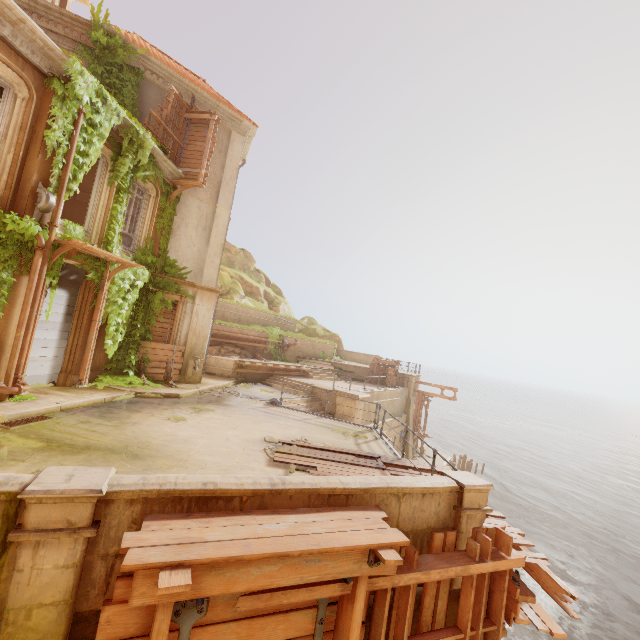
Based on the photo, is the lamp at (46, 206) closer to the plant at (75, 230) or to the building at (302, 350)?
the plant at (75, 230)

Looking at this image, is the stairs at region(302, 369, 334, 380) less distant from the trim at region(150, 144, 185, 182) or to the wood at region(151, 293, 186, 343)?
the wood at region(151, 293, 186, 343)

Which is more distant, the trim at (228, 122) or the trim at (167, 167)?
the trim at (228, 122)

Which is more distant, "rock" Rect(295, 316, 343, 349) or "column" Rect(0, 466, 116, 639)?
"rock" Rect(295, 316, 343, 349)

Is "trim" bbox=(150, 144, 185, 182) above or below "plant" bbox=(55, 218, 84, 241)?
above

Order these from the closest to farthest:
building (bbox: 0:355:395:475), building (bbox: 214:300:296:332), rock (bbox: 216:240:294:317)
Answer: building (bbox: 0:355:395:475)
building (bbox: 214:300:296:332)
rock (bbox: 216:240:294:317)

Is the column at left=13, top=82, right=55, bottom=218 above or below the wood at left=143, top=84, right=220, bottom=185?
below

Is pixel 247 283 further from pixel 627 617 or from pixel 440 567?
pixel 627 617
